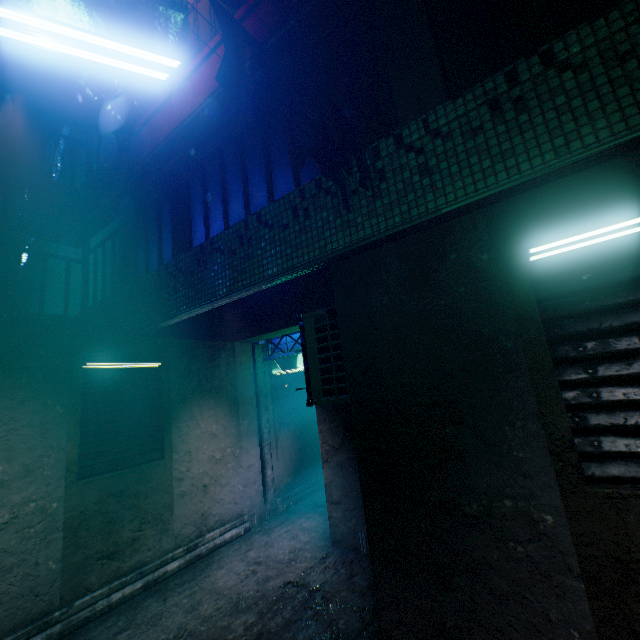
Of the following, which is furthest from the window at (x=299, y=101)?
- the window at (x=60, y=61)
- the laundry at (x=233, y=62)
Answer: the window at (x=60, y=61)

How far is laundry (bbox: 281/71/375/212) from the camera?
2.5 meters

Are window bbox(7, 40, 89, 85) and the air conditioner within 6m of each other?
no

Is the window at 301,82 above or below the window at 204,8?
below

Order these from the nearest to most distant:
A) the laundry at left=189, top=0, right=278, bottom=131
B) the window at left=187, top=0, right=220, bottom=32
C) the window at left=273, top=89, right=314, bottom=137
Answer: the laundry at left=189, top=0, right=278, bottom=131
the window at left=273, top=89, right=314, bottom=137
the window at left=187, top=0, right=220, bottom=32

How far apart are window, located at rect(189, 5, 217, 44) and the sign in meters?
4.5

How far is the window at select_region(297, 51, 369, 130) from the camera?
3.2m

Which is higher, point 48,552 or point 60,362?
point 60,362
